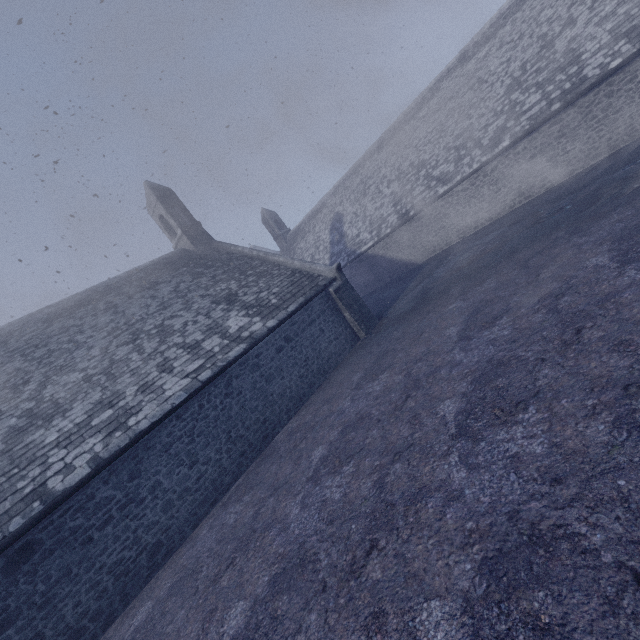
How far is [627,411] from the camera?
3.6 meters
